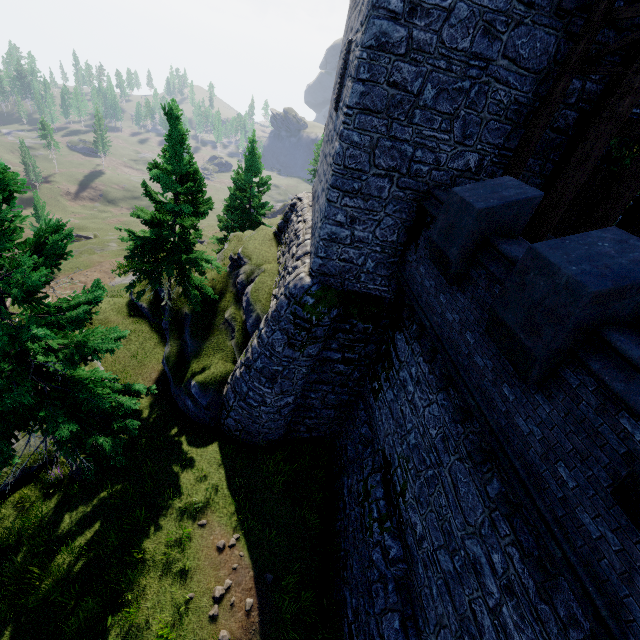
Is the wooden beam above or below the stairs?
below

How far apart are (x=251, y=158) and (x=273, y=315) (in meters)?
23.12

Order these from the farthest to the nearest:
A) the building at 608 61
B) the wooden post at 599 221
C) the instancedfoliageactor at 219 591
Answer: the instancedfoliageactor at 219 591, the building at 608 61, the wooden post at 599 221

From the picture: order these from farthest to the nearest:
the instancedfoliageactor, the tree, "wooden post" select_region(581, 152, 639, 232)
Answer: the tree
the instancedfoliageactor
"wooden post" select_region(581, 152, 639, 232)

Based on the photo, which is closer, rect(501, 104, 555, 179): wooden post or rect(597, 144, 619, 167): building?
rect(501, 104, 555, 179): wooden post

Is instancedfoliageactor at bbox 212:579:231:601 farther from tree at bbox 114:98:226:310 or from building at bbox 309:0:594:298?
tree at bbox 114:98:226:310

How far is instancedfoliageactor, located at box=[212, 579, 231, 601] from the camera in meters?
9.5

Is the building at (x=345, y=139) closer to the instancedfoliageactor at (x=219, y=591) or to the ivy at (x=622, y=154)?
the ivy at (x=622, y=154)
